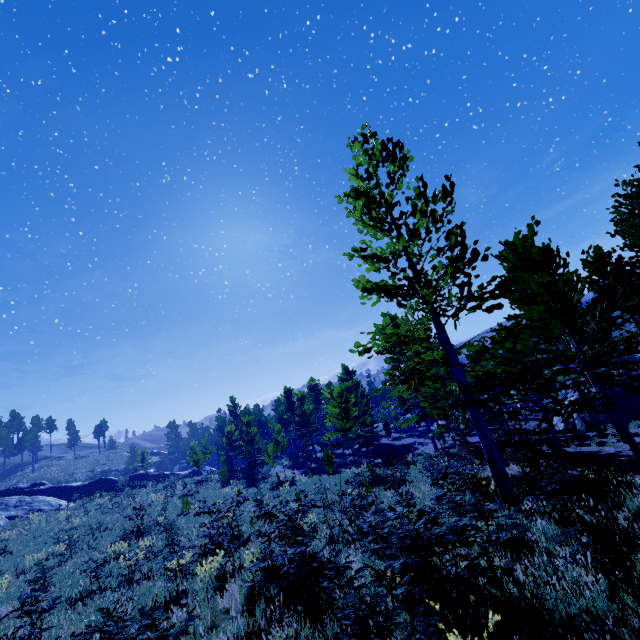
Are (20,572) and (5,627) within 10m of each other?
yes

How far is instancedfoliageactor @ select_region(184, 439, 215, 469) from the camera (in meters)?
32.84

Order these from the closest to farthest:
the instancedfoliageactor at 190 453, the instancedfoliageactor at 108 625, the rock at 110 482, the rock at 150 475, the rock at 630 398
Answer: the instancedfoliageactor at 108 625
the rock at 630 398
the rock at 110 482
the instancedfoliageactor at 190 453
the rock at 150 475

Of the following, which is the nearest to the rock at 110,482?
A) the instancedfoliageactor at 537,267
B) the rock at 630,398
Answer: the instancedfoliageactor at 537,267

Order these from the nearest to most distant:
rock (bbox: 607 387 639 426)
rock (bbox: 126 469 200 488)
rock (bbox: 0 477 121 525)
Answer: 1. rock (bbox: 607 387 639 426)
2. rock (bbox: 0 477 121 525)
3. rock (bbox: 126 469 200 488)

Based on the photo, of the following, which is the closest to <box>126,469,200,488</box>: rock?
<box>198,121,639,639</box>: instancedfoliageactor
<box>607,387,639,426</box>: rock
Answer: <box>198,121,639,639</box>: instancedfoliageactor
